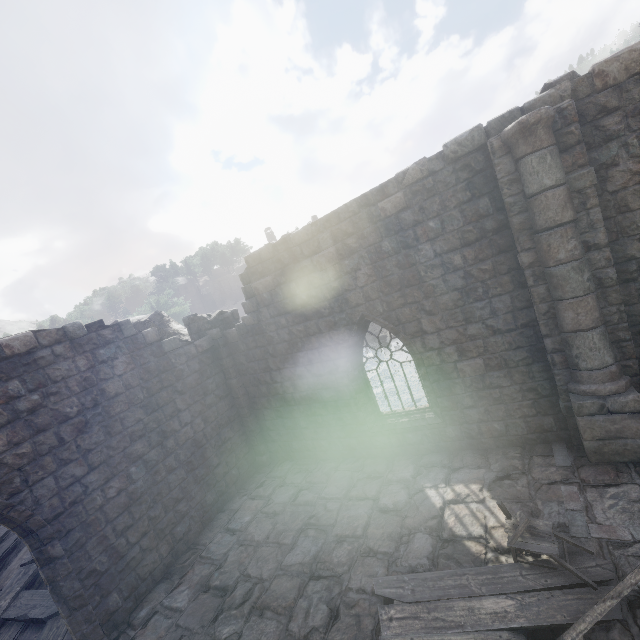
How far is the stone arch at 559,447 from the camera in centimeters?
655cm

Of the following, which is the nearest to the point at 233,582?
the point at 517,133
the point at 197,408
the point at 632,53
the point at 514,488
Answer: the point at 197,408

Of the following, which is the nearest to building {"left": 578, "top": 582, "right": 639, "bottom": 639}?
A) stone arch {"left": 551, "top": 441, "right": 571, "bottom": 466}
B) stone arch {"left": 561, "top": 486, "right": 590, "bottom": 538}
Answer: stone arch {"left": 561, "top": 486, "right": 590, "bottom": 538}

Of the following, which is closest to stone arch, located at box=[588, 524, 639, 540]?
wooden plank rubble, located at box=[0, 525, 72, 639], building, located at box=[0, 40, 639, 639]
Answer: building, located at box=[0, 40, 639, 639]

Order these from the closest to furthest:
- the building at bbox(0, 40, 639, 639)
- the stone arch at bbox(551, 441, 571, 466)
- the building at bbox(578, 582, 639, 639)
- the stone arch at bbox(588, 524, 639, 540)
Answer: the building at bbox(578, 582, 639, 639), the stone arch at bbox(588, 524, 639, 540), the building at bbox(0, 40, 639, 639), the stone arch at bbox(551, 441, 571, 466)

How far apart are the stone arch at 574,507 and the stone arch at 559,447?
0.6 meters

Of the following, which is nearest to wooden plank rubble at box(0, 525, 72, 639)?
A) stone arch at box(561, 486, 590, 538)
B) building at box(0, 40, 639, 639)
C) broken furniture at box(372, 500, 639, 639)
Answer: building at box(0, 40, 639, 639)
